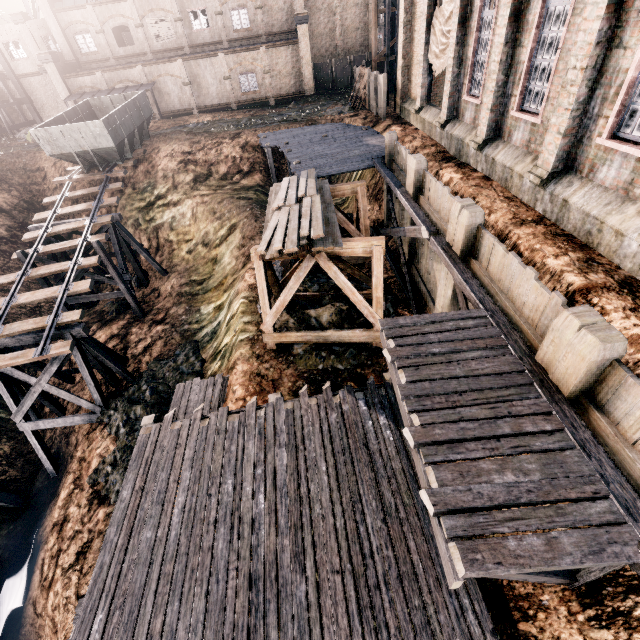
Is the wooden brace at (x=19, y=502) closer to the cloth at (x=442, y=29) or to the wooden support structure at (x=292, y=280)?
the wooden support structure at (x=292, y=280)

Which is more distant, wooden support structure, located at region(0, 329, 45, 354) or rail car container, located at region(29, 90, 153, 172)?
rail car container, located at region(29, 90, 153, 172)

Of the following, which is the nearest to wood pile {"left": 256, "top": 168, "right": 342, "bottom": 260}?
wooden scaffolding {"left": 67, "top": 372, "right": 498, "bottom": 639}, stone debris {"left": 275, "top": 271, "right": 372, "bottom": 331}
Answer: stone debris {"left": 275, "top": 271, "right": 372, "bottom": 331}

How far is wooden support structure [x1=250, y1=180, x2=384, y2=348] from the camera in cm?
1163

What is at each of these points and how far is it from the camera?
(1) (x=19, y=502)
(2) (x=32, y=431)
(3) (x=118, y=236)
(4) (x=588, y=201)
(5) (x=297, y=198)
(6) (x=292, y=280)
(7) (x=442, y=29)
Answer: (1) wooden brace, 17.6m
(2) wooden support structure, 17.3m
(3) wooden support structure, 21.3m
(4) building, 8.8m
(5) wood pile, 13.6m
(6) wooden support structure, 12.2m
(7) cloth, 16.5m

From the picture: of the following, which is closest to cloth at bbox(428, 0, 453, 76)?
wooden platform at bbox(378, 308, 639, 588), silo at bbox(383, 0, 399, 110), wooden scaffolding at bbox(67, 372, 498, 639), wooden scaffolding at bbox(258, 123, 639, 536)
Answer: wooden scaffolding at bbox(258, 123, 639, 536)

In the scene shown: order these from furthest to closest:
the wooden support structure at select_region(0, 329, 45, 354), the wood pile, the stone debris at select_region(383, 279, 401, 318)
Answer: the wooden support structure at select_region(0, 329, 45, 354) < the stone debris at select_region(383, 279, 401, 318) < the wood pile

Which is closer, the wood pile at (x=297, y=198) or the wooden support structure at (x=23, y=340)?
the wood pile at (x=297, y=198)
